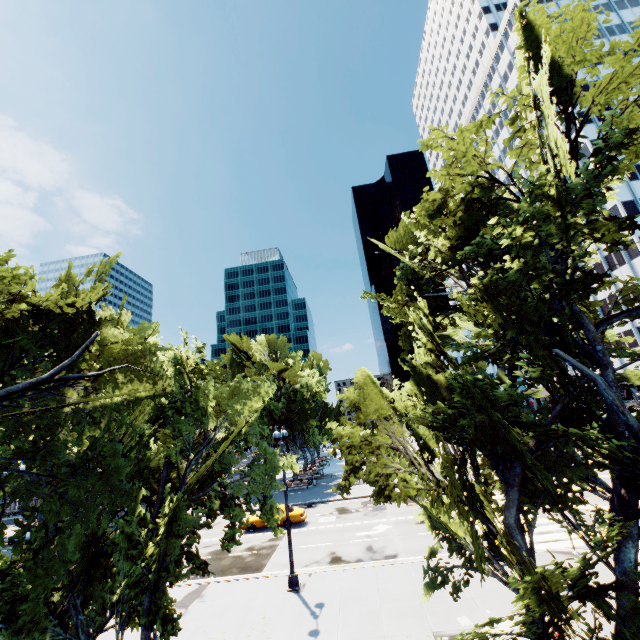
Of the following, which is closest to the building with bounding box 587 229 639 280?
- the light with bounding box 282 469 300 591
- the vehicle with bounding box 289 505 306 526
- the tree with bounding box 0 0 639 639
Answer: the tree with bounding box 0 0 639 639

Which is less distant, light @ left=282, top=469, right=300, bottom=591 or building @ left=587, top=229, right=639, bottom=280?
light @ left=282, top=469, right=300, bottom=591

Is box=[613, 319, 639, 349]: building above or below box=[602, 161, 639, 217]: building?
below

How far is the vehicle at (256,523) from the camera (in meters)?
25.64

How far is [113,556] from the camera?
10.0m

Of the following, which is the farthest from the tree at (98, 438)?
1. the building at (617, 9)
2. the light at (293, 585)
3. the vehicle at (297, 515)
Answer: the vehicle at (297, 515)

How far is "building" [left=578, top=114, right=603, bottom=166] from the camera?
47.25m

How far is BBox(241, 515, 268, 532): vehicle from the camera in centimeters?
2564cm
